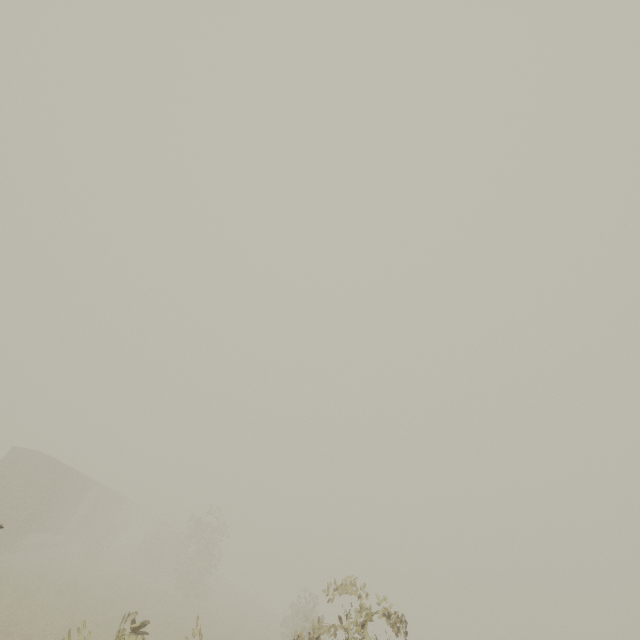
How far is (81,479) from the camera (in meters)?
23.08
